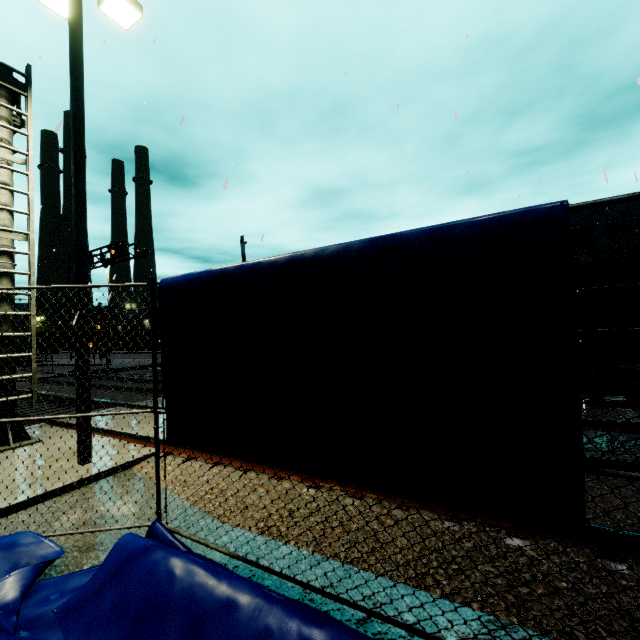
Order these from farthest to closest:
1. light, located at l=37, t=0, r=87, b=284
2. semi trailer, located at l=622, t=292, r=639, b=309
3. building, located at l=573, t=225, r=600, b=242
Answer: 1. building, located at l=573, t=225, r=600, b=242
2. semi trailer, located at l=622, t=292, r=639, b=309
3. light, located at l=37, t=0, r=87, b=284

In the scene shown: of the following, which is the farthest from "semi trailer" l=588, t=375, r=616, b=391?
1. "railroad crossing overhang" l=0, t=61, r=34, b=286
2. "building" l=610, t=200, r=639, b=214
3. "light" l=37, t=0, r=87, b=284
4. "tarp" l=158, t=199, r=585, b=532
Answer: "railroad crossing overhang" l=0, t=61, r=34, b=286

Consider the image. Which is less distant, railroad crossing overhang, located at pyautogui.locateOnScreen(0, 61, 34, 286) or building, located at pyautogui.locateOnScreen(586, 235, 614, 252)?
railroad crossing overhang, located at pyautogui.locateOnScreen(0, 61, 34, 286)

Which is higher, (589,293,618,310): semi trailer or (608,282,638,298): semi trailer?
(608,282,638,298): semi trailer

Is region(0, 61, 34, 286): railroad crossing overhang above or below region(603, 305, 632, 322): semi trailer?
above

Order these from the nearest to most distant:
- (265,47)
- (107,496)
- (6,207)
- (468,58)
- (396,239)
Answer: (396,239) → (107,496) → (6,207) → (265,47) → (468,58)

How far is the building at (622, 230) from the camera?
33.08m

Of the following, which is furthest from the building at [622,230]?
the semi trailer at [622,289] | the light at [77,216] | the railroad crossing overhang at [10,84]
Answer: the railroad crossing overhang at [10,84]
